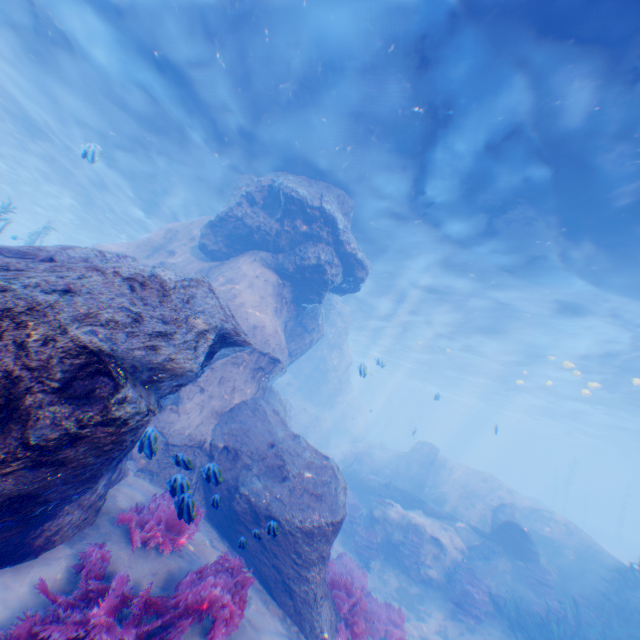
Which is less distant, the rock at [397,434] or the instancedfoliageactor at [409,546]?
the instancedfoliageactor at [409,546]

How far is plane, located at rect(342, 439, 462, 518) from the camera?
16.8 meters

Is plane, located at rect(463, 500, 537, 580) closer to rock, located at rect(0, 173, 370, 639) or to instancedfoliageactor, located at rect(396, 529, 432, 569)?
rock, located at rect(0, 173, 370, 639)

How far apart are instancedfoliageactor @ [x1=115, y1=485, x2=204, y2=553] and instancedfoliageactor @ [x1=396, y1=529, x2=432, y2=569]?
10.9 meters

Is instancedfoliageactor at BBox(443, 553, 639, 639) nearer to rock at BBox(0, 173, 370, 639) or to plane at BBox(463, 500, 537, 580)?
plane at BBox(463, 500, 537, 580)

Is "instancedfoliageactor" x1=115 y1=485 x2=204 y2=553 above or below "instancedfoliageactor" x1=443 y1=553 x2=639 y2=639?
above

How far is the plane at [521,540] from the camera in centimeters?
1339cm

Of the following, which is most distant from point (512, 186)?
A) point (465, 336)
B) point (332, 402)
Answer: point (332, 402)
